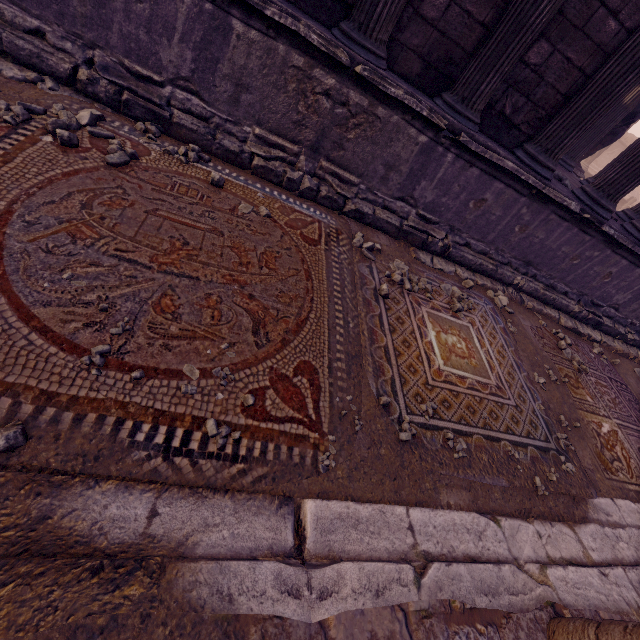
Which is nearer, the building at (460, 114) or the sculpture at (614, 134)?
the building at (460, 114)

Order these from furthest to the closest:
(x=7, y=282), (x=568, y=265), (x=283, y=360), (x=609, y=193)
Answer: (x=568, y=265), (x=609, y=193), (x=283, y=360), (x=7, y=282)

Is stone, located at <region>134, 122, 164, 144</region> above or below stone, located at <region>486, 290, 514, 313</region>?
above

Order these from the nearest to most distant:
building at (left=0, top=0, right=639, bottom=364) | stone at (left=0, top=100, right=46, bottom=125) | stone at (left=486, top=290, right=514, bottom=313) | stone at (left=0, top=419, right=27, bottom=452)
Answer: stone at (left=0, top=419, right=27, bottom=452) < stone at (left=0, top=100, right=46, bottom=125) < building at (left=0, top=0, right=639, bottom=364) < stone at (left=486, top=290, right=514, bottom=313)

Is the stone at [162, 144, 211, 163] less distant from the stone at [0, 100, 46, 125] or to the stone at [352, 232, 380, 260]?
the stone at [0, 100, 46, 125]

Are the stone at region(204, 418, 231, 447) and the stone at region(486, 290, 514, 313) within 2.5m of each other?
no

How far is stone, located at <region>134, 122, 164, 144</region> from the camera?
3.3m

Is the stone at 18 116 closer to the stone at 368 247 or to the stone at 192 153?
the stone at 192 153
